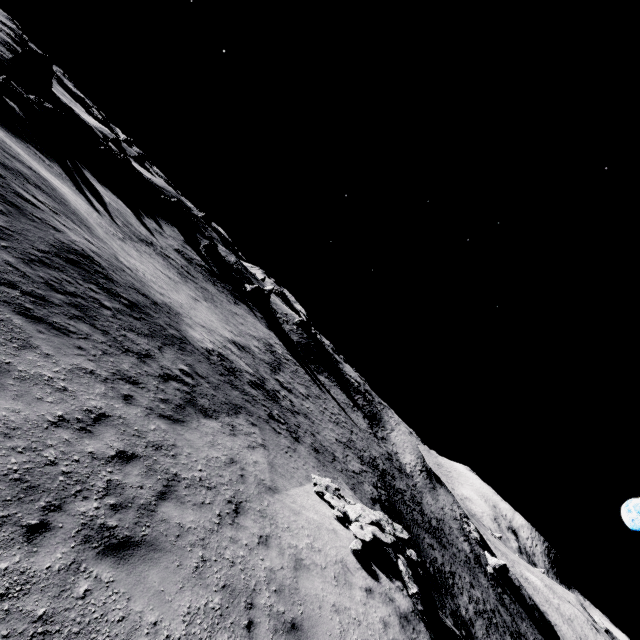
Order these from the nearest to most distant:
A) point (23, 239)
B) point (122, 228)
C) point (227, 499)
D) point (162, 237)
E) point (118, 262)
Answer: point (227, 499) → point (23, 239) → point (118, 262) → point (122, 228) → point (162, 237)

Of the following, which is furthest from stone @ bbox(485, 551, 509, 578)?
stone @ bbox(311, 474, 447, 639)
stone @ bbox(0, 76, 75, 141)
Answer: stone @ bbox(0, 76, 75, 141)

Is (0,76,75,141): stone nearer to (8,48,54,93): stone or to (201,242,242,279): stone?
(8,48,54,93): stone

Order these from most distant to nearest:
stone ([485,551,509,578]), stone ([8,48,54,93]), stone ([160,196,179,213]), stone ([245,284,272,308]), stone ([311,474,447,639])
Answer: stone ([245,284,272,308]), stone ([160,196,179,213]), stone ([485,551,509,578]), stone ([8,48,54,93]), stone ([311,474,447,639])

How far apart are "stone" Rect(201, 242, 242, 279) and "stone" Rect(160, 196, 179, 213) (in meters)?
7.90

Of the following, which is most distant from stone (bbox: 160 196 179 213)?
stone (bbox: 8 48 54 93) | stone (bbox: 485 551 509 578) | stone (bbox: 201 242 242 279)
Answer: stone (bbox: 485 551 509 578)

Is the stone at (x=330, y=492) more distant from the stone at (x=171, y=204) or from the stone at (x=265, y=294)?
the stone at (x=171, y=204)

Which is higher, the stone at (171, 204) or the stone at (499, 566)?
the stone at (171, 204)
